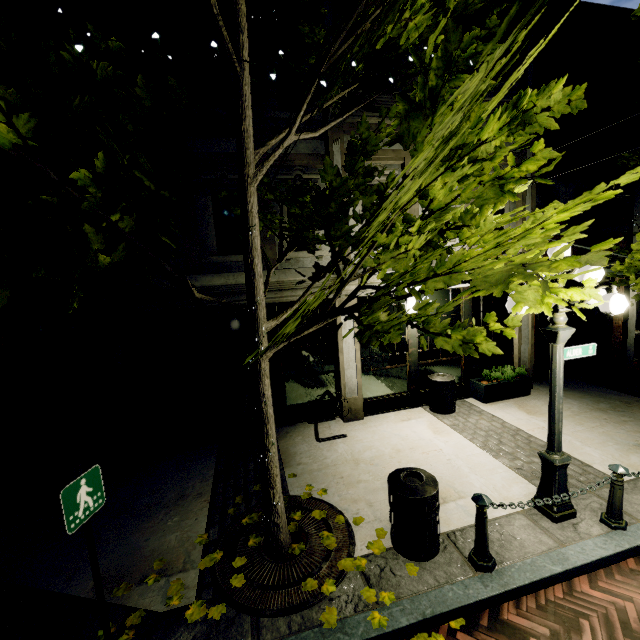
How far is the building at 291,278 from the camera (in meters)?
7.06

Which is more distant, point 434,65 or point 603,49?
point 603,49

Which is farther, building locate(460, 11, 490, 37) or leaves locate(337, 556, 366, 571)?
building locate(460, 11, 490, 37)

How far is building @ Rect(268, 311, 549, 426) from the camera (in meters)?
7.60

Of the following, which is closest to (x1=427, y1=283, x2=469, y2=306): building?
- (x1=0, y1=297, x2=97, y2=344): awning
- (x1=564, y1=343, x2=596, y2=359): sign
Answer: (x1=0, y1=297, x2=97, y2=344): awning

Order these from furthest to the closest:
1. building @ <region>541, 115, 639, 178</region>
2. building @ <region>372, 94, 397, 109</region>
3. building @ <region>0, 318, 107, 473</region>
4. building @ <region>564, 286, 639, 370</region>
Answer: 1. building @ <region>564, 286, 639, 370</region>
2. building @ <region>541, 115, 639, 178</region>
3. building @ <region>372, 94, 397, 109</region>
4. building @ <region>0, 318, 107, 473</region>

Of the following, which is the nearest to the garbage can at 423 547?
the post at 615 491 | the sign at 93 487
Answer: the post at 615 491

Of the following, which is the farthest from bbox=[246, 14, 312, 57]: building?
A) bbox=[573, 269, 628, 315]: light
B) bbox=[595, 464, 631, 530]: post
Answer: bbox=[595, 464, 631, 530]: post
